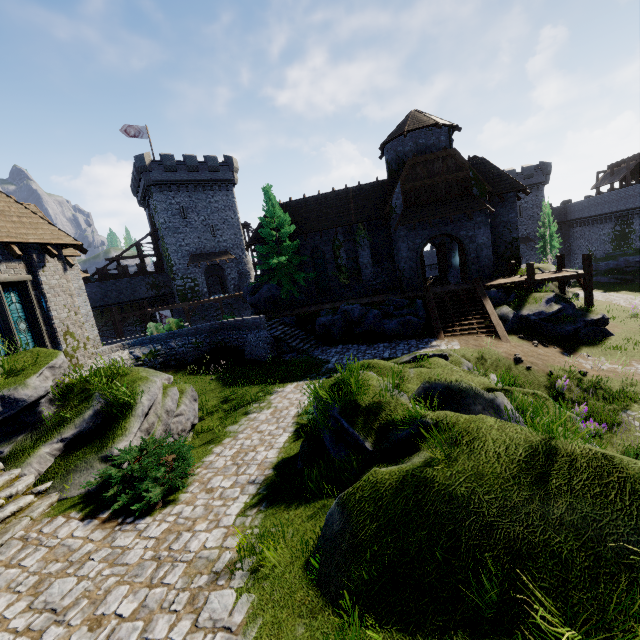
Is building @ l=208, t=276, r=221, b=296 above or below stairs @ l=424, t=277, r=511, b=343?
above

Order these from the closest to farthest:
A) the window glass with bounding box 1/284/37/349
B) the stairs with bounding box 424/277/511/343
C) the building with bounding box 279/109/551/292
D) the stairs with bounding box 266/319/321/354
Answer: the window glass with bounding box 1/284/37/349, the stairs with bounding box 424/277/511/343, the stairs with bounding box 266/319/321/354, the building with bounding box 279/109/551/292

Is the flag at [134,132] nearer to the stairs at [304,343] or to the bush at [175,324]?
the bush at [175,324]

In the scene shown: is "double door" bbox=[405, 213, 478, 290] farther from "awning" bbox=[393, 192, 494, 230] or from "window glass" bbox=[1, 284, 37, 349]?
"window glass" bbox=[1, 284, 37, 349]

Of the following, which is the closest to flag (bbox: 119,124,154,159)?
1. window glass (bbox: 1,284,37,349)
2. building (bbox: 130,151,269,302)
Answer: building (bbox: 130,151,269,302)

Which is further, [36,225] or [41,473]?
[36,225]

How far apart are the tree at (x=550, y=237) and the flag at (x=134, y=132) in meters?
50.7

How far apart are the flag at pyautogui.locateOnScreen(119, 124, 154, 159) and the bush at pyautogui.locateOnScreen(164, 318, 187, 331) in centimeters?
2699cm
